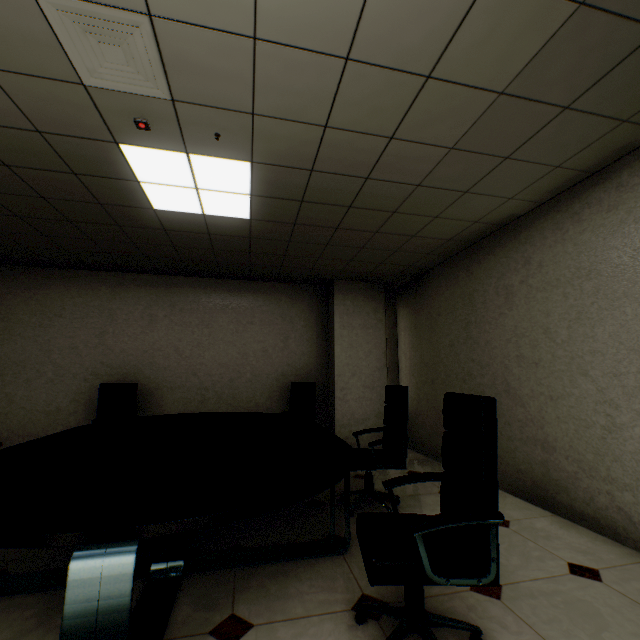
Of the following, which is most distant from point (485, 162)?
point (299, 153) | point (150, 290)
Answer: point (150, 290)

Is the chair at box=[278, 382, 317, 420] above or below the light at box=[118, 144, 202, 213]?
below

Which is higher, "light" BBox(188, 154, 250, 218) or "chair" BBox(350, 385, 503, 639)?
"light" BBox(188, 154, 250, 218)

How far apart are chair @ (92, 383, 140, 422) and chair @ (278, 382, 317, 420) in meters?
1.7 m

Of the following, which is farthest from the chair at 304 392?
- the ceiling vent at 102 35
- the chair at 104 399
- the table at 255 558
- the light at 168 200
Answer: the ceiling vent at 102 35

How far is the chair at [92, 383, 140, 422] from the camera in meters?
4.3 m

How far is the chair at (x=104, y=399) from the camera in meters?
4.3

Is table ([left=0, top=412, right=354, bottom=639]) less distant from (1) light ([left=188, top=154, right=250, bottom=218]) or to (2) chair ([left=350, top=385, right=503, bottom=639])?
(2) chair ([left=350, top=385, right=503, bottom=639])
